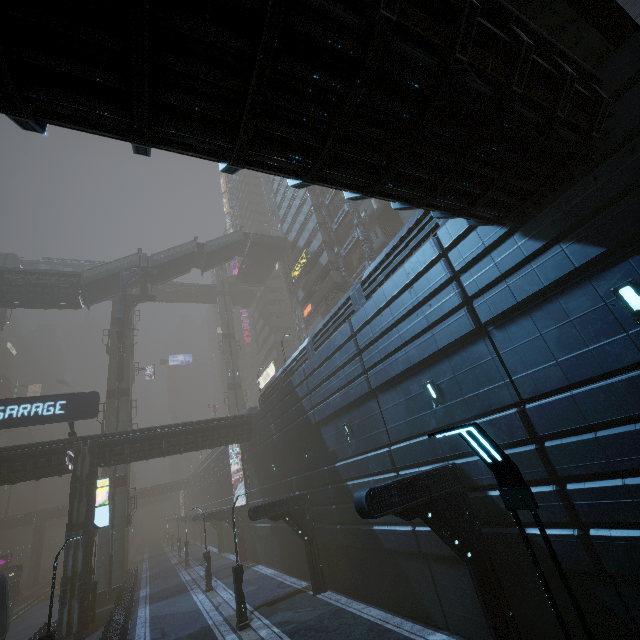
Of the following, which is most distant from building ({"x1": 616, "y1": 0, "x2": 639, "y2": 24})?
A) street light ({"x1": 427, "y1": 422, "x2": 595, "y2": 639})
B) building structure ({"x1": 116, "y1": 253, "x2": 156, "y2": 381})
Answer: street light ({"x1": 427, "y1": 422, "x2": 595, "y2": 639})

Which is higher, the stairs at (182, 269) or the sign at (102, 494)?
the stairs at (182, 269)

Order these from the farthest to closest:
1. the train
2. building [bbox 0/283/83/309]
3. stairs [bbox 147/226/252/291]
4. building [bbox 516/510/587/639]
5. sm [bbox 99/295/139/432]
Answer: stairs [bbox 147/226/252/291], sm [bbox 99/295/139/432], building [bbox 0/283/83/309], the train, building [bbox 516/510/587/639]

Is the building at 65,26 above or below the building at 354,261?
below

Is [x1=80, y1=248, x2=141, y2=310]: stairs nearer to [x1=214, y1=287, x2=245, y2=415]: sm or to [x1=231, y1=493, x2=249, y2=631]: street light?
[x1=214, y1=287, x2=245, y2=415]: sm

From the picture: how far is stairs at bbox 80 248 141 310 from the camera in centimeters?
3500cm

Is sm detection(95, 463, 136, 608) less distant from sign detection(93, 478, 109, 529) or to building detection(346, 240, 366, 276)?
building detection(346, 240, 366, 276)

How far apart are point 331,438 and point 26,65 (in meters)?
17.16
